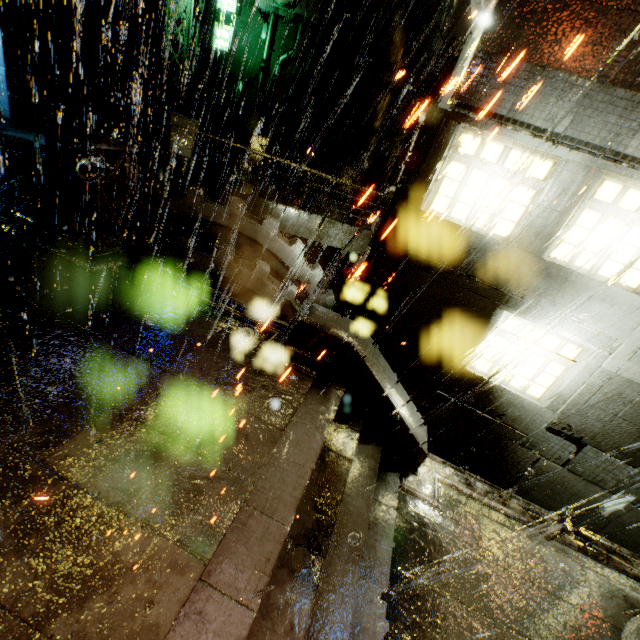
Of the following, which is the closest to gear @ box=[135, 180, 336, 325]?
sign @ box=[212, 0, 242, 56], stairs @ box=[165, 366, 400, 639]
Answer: stairs @ box=[165, 366, 400, 639]

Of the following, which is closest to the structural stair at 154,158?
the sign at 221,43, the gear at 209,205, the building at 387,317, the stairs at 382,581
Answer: the building at 387,317

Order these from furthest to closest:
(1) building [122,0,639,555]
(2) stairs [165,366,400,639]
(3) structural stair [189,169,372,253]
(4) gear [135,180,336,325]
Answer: (3) structural stair [189,169,372,253], (4) gear [135,180,336,325], (1) building [122,0,639,555], (2) stairs [165,366,400,639]

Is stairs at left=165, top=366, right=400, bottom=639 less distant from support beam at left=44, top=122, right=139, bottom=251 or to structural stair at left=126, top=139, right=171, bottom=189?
support beam at left=44, top=122, right=139, bottom=251

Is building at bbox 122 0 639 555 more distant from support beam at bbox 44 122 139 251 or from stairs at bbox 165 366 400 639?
stairs at bbox 165 366 400 639

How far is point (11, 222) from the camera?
6.9m

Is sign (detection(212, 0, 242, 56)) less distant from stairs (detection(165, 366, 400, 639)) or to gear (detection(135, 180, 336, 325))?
gear (detection(135, 180, 336, 325))

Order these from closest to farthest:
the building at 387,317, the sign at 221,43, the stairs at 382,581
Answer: the stairs at 382,581 < the building at 387,317 < the sign at 221,43
